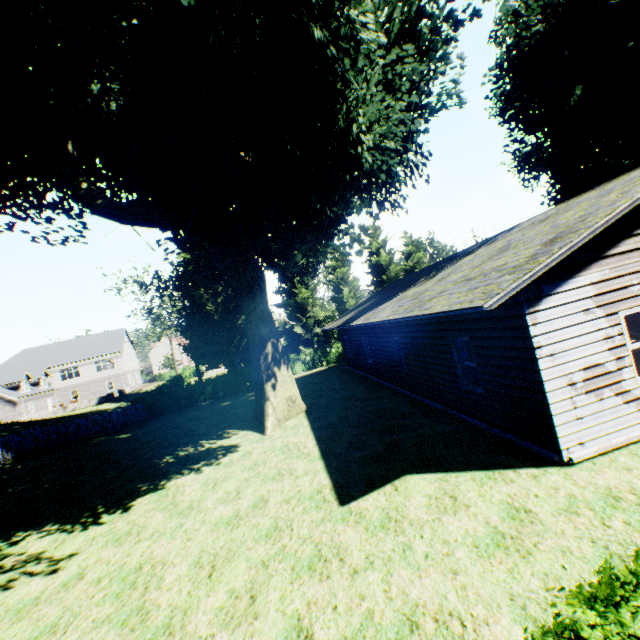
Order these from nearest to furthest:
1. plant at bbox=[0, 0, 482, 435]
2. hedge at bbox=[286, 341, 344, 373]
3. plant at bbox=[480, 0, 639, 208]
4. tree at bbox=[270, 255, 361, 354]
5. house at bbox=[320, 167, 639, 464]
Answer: house at bbox=[320, 167, 639, 464] → plant at bbox=[0, 0, 482, 435] → plant at bbox=[480, 0, 639, 208] → hedge at bbox=[286, 341, 344, 373] → tree at bbox=[270, 255, 361, 354]

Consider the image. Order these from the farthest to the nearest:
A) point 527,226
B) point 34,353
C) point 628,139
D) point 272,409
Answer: point 34,353 → point 628,139 → point 272,409 → point 527,226

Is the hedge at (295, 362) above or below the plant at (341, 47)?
below

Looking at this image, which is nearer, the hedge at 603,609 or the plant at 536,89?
the hedge at 603,609

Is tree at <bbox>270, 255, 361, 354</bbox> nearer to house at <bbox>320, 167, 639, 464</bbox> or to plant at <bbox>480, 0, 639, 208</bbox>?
plant at <bbox>480, 0, 639, 208</bbox>

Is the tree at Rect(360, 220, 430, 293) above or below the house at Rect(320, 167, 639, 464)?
above

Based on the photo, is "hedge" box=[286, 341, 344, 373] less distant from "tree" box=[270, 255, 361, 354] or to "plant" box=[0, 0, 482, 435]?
"tree" box=[270, 255, 361, 354]

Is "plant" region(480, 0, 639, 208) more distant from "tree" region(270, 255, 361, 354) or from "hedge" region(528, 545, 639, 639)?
"hedge" region(528, 545, 639, 639)
